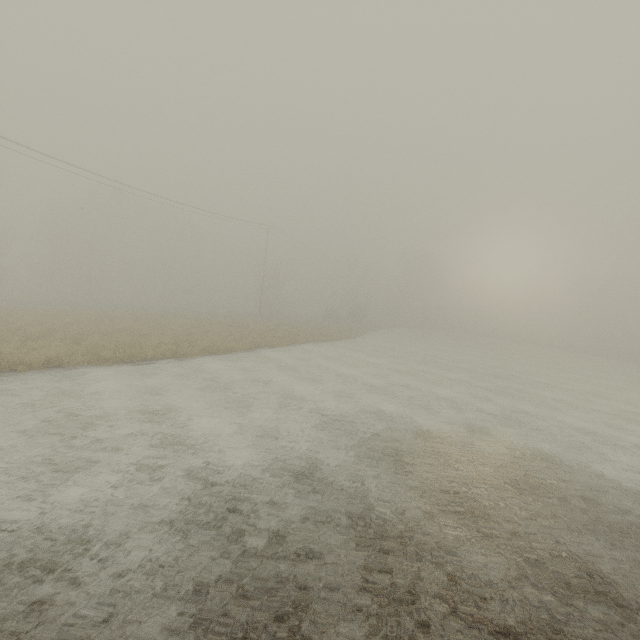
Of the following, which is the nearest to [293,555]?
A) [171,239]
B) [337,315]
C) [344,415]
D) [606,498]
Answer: [344,415]
